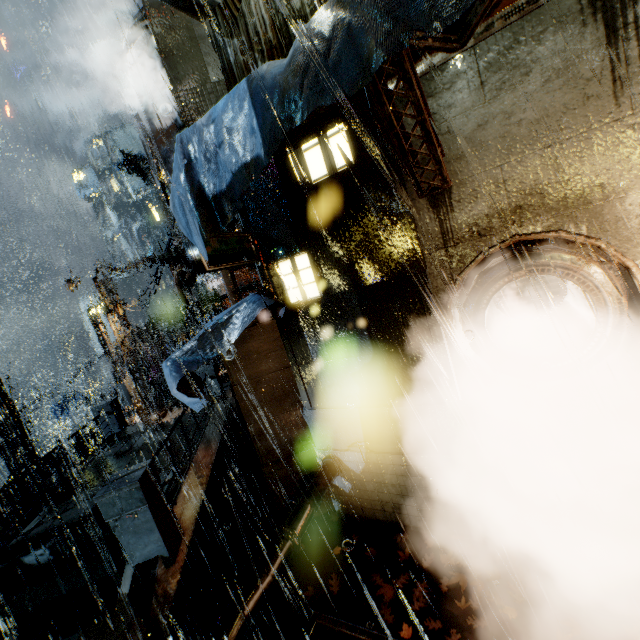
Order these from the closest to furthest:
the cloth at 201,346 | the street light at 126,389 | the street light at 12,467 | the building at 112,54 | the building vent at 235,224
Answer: the cloth at 201,346, the building vent at 235,224, the street light at 12,467, the street light at 126,389, the building at 112,54

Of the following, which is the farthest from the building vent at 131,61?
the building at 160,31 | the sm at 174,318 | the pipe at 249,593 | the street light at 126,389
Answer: the sm at 174,318

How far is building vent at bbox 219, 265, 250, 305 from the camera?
11.9m

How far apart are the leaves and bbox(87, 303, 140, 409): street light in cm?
1732

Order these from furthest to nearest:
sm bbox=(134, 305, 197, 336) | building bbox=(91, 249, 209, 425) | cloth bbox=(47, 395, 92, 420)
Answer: cloth bbox=(47, 395, 92, 420) < sm bbox=(134, 305, 197, 336) < building bbox=(91, 249, 209, 425)

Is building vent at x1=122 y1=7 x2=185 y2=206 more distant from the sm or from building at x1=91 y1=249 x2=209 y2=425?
the sm

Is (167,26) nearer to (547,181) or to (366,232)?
(366,232)

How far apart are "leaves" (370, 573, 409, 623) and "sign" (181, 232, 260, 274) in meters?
6.8
